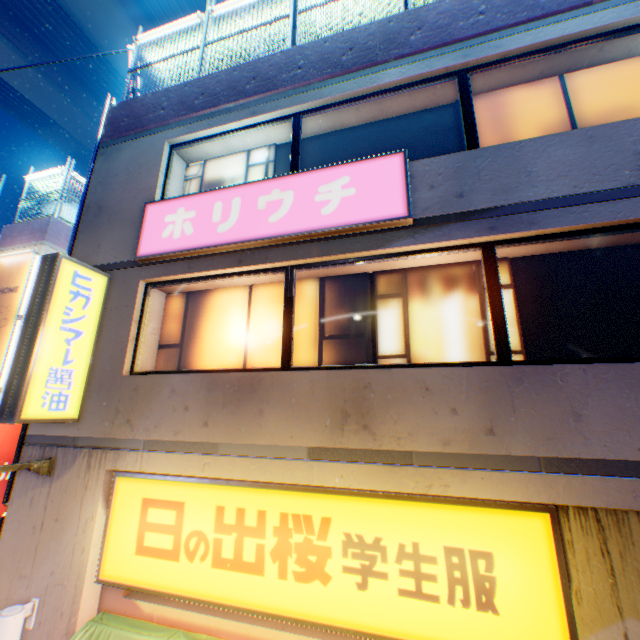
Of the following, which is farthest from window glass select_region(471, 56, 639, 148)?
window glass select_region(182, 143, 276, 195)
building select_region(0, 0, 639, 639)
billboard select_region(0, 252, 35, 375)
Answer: billboard select_region(0, 252, 35, 375)

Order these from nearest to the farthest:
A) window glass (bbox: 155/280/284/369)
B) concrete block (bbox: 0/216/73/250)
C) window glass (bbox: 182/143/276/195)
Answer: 1. window glass (bbox: 155/280/284/369)
2. window glass (bbox: 182/143/276/195)
3. concrete block (bbox: 0/216/73/250)

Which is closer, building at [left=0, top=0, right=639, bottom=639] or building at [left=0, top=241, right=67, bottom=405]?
building at [left=0, top=0, right=639, bottom=639]

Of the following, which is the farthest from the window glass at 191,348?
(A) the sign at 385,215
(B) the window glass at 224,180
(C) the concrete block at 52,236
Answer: (C) the concrete block at 52,236

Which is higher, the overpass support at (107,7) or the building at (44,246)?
the overpass support at (107,7)

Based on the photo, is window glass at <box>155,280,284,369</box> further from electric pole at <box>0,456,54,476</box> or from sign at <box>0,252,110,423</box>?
electric pole at <box>0,456,54,476</box>

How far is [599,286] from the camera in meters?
4.1

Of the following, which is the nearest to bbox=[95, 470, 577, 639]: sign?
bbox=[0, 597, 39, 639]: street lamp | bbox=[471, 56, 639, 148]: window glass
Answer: bbox=[0, 597, 39, 639]: street lamp
